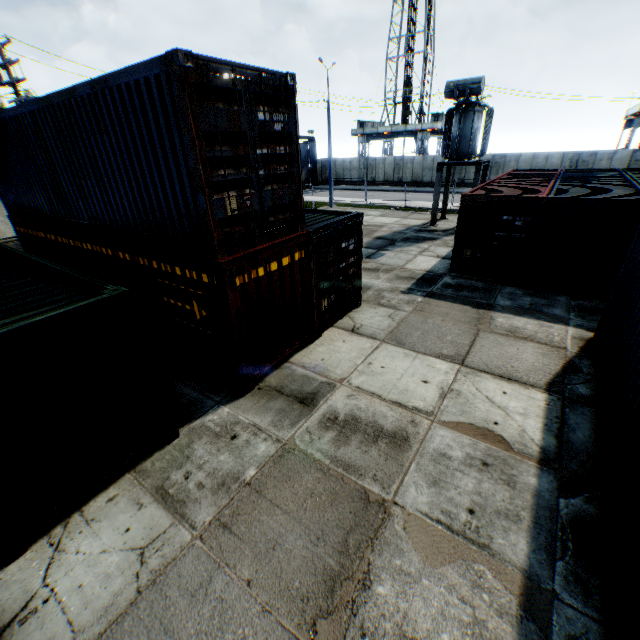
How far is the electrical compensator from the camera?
16.0m

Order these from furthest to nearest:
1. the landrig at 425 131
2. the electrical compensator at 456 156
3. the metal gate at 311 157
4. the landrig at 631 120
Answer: the landrig at 425 131, the metal gate at 311 157, the landrig at 631 120, the electrical compensator at 456 156

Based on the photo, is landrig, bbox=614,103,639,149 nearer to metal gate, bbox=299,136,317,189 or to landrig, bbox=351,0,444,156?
landrig, bbox=351,0,444,156

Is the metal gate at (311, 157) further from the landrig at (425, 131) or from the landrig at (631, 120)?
the landrig at (631, 120)

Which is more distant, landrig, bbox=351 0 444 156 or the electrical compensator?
landrig, bbox=351 0 444 156

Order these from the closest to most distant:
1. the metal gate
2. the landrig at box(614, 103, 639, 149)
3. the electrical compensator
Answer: the electrical compensator
the landrig at box(614, 103, 639, 149)
the metal gate

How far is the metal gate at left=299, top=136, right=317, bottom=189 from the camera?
41.9m

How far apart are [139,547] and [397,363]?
5.91m
